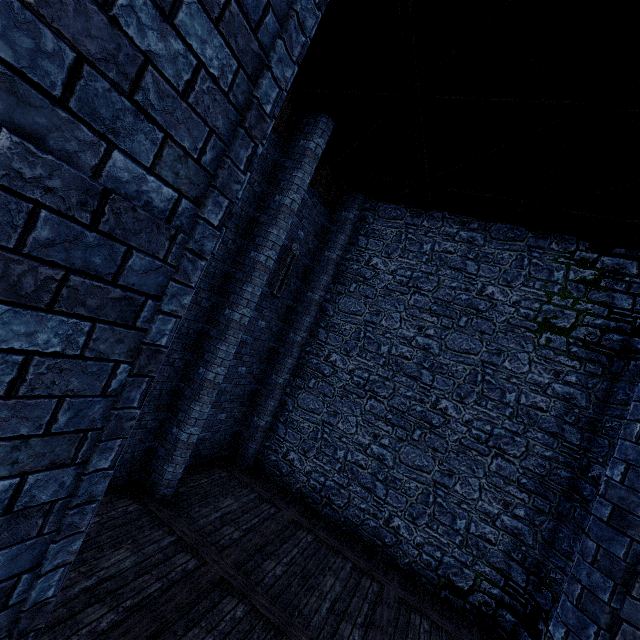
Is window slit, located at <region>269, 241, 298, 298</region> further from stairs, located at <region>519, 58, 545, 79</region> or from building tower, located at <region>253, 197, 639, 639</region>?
stairs, located at <region>519, 58, 545, 79</region>

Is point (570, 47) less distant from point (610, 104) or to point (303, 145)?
point (610, 104)

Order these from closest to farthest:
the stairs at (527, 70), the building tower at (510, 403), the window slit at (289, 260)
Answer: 1. the stairs at (527, 70)
2. the building tower at (510, 403)
3. the window slit at (289, 260)

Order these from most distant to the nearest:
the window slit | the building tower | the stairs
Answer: the window slit → the building tower → the stairs

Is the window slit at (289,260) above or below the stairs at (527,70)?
below

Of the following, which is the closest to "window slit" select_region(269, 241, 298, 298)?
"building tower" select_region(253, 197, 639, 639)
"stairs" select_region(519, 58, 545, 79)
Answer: "building tower" select_region(253, 197, 639, 639)

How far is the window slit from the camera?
9.5 meters

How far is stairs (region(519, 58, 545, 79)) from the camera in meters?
4.8
